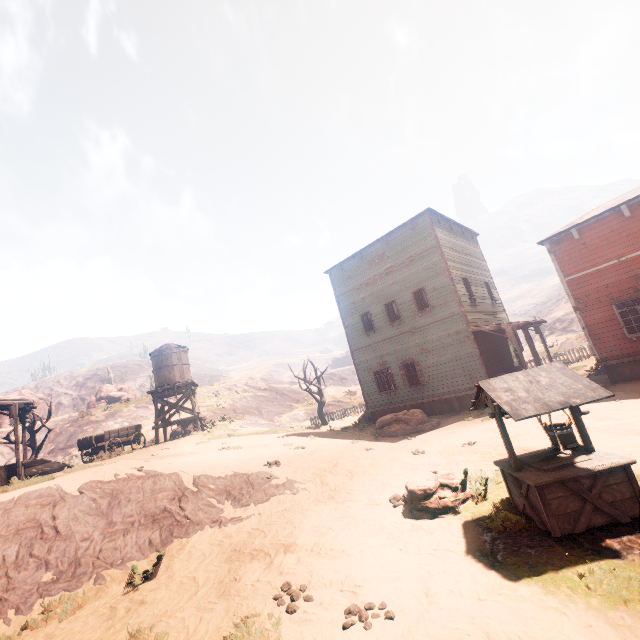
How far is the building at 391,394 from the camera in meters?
17.1 m

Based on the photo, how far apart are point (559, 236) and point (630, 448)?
11.46m

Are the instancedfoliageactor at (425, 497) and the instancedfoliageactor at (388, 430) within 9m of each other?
yes

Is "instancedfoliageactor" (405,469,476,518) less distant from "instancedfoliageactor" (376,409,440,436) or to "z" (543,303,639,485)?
"z" (543,303,639,485)

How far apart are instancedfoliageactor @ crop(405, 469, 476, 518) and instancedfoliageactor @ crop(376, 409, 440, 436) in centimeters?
742cm

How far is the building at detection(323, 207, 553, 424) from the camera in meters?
17.1 m

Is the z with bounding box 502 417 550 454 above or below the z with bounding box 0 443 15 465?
below

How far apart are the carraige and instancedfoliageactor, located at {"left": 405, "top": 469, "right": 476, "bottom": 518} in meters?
18.1
